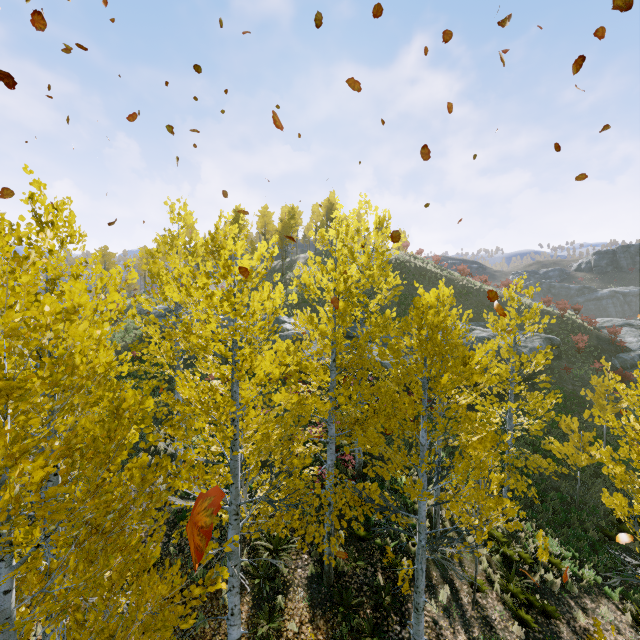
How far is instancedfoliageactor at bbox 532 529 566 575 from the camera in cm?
1107

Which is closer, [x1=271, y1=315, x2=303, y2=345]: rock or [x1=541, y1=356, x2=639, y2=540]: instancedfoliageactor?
[x1=541, y1=356, x2=639, y2=540]: instancedfoliageactor

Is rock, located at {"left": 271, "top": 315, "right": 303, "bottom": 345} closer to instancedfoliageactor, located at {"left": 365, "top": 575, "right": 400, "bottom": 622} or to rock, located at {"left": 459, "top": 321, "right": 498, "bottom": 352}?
rock, located at {"left": 459, "top": 321, "right": 498, "bottom": 352}

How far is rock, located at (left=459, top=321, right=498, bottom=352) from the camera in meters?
22.8

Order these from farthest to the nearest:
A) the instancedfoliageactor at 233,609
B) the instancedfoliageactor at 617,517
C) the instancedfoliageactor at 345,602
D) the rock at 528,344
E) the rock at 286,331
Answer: the rock at 528,344 → the rock at 286,331 → the instancedfoliageactor at 345,602 → the instancedfoliageactor at 617,517 → the instancedfoliageactor at 233,609

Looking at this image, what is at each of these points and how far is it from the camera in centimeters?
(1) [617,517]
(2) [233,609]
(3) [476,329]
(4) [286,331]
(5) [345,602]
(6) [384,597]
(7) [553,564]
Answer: (1) instancedfoliageactor, 711cm
(2) instancedfoliageactor, 580cm
(3) rock, 2514cm
(4) rock, 2305cm
(5) instancedfoliageactor, 887cm
(6) instancedfoliageactor, 919cm
(7) instancedfoliageactor, 1142cm

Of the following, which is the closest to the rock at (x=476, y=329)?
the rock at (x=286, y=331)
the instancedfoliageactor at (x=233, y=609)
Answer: the rock at (x=286, y=331)

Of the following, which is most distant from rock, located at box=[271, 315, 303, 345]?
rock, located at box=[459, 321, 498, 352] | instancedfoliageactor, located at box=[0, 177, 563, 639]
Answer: instancedfoliageactor, located at box=[0, 177, 563, 639]
